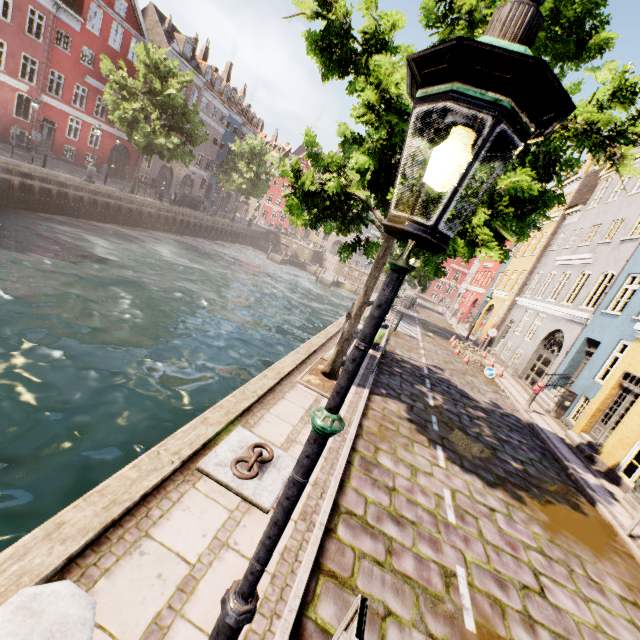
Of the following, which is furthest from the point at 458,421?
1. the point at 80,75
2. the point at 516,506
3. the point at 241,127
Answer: the point at 241,127

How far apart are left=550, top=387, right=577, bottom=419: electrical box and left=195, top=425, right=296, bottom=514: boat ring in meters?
13.2 m

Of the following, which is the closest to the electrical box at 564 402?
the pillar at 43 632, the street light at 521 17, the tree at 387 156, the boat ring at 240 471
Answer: the tree at 387 156

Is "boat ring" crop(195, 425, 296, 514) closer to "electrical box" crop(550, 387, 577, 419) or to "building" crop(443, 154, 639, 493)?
"electrical box" crop(550, 387, 577, 419)

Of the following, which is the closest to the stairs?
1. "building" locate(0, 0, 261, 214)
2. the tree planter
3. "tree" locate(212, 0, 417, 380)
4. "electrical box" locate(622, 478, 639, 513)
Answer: "tree" locate(212, 0, 417, 380)

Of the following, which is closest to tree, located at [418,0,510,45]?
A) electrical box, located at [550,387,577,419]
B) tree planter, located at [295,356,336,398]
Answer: tree planter, located at [295,356,336,398]

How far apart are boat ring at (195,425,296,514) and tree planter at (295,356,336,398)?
2.28m

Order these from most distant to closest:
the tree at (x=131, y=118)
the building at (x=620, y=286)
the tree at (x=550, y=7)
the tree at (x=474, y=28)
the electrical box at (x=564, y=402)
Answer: the tree at (x=131, y=118) → the electrical box at (x=564, y=402) → the building at (x=620, y=286) → the tree at (x=474, y=28) → the tree at (x=550, y=7)
